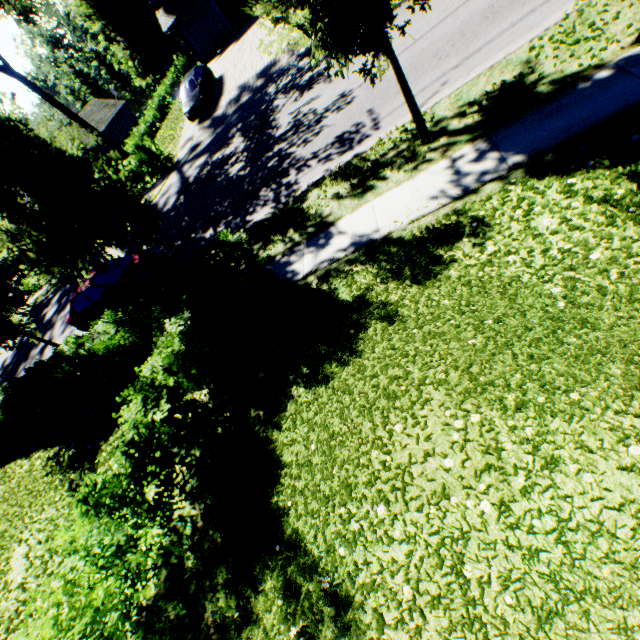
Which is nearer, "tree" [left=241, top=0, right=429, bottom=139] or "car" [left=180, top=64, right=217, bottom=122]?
"tree" [left=241, top=0, right=429, bottom=139]

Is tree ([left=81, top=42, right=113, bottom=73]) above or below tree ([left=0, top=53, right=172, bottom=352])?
above

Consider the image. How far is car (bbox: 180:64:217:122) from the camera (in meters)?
20.30

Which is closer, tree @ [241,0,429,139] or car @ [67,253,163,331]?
tree @ [241,0,429,139]

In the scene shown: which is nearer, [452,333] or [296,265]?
[452,333]

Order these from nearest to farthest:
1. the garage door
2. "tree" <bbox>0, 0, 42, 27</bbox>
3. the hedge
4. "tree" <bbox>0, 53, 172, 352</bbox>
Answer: the hedge
"tree" <bbox>0, 53, 172, 352</bbox>
"tree" <bbox>0, 0, 42, 27</bbox>
the garage door

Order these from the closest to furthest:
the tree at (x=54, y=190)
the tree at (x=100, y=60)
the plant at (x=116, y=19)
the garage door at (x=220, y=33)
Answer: the tree at (x=54, y=190), the garage door at (x=220, y=33), the plant at (x=116, y=19), the tree at (x=100, y=60)

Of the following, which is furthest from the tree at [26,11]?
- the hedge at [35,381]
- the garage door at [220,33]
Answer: the garage door at [220,33]
